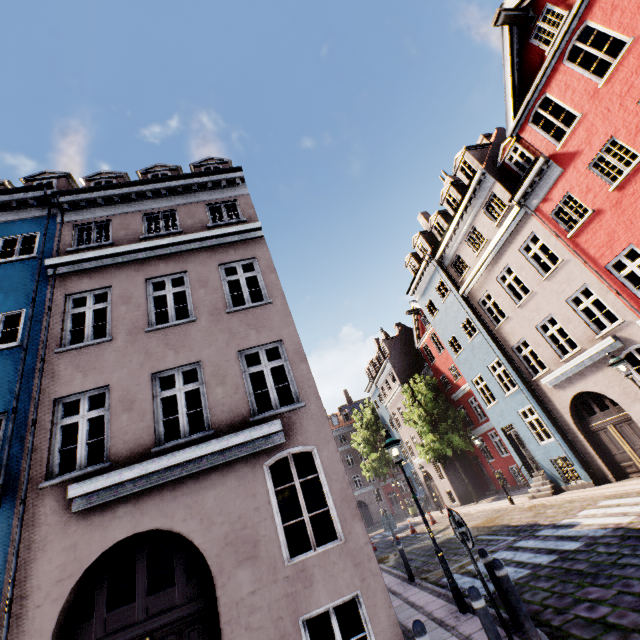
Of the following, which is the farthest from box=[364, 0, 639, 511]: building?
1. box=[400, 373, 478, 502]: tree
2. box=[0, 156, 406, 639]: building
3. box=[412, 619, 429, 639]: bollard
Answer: box=[412, 619, 429, 639]: bollard

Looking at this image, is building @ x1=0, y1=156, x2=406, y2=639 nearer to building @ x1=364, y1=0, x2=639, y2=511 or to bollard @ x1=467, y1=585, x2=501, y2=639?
bollard @ x1=467, y1=585, x2=501, y2=639

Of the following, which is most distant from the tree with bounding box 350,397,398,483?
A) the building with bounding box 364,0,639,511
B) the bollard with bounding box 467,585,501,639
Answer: the bollard with bounding box 467,585,501,639

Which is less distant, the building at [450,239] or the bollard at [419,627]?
the bollard at [419,627]

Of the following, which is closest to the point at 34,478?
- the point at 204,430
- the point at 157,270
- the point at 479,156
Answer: the point at 157,270

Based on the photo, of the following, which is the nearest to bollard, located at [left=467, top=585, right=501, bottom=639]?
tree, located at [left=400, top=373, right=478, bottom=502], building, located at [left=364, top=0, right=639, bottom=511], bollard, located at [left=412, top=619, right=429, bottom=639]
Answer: bollard, located at [left=412, top=619, right=429, bottom=639]

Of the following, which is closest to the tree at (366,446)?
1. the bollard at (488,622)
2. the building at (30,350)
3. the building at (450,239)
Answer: the building at (450,239)

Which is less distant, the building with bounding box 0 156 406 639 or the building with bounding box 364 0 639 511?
the building with bounding box 0 156 406 639
